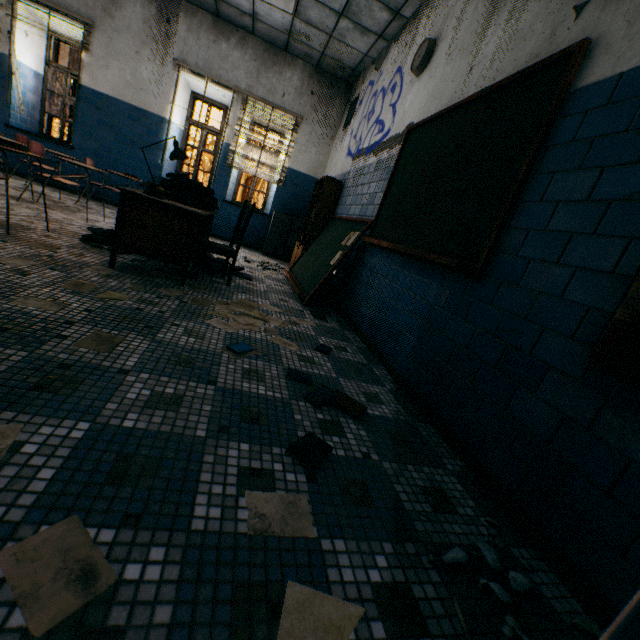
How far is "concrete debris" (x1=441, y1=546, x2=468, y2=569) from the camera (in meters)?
1.08

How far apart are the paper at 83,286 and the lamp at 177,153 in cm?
128

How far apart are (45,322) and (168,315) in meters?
0.7

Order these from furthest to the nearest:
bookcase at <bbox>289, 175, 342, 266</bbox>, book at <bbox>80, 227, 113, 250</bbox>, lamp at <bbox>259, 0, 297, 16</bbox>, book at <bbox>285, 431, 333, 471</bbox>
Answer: bookcase at <bbox>289, 175, 342, 266</bbox> < lamp at <bbox>259, 0, 297, 16</bbox> < book at <bbox>80, 227, 113, 250</bbox> < book at <bbox>285, 431, 333, 471</bbox>

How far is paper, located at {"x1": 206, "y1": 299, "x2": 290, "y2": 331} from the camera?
2.5m

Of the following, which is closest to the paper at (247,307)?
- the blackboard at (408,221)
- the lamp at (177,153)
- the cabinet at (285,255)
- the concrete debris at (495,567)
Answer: the blackboard at (408,221)

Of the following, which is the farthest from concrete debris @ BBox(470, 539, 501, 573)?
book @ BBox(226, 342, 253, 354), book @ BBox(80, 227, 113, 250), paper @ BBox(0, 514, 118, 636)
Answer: book @ BBox(80, 227, 113, 250)

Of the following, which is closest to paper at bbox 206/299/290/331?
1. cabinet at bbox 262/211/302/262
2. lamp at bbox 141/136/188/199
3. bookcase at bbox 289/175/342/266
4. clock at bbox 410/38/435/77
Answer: lamp at bbox 141/136/188/199
